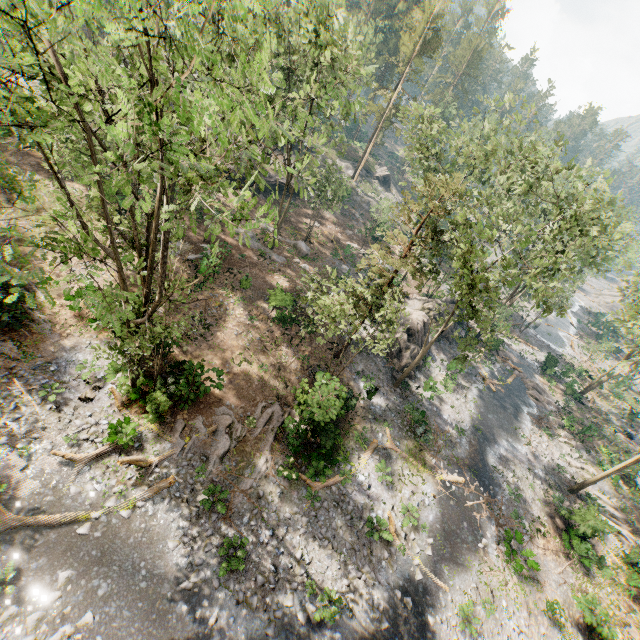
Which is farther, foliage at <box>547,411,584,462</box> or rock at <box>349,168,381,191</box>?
rock at <box>349,168,381,191</box>

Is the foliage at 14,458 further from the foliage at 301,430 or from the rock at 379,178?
the rock at 379,178

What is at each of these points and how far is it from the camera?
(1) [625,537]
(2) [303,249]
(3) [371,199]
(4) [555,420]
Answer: (1) foliage, 24.9 meters
(2) rock, 34.8 meters
(3) rock, 53.7 meters
(4) foliage, 33.2 meters

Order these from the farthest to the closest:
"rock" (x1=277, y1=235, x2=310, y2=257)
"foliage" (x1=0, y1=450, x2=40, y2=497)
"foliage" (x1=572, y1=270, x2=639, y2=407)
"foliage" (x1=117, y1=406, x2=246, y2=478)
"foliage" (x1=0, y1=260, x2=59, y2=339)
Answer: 1. "rock" (x1=277, y1=235, x2=310, y2=257)
2. "foliage" (x1=572, y1=270, x2=639, y2=407)
3. "foliage" (x1=117, y1=406, x2=246, y2=478)
4. "foliage" (x1=0, y1=450, x2=40, y2=497)
5. "foliage" (x1=0, y1=260, x2=59, y2=339)

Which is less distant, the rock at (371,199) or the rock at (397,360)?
the rock at (397,360)

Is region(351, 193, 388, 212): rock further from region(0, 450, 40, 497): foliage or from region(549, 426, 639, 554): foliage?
region(0, 450, 40, 497): foliage

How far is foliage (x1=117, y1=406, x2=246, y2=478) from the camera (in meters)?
15.42

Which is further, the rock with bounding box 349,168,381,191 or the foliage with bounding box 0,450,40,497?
the rock with bounding box 349,168,381,191
